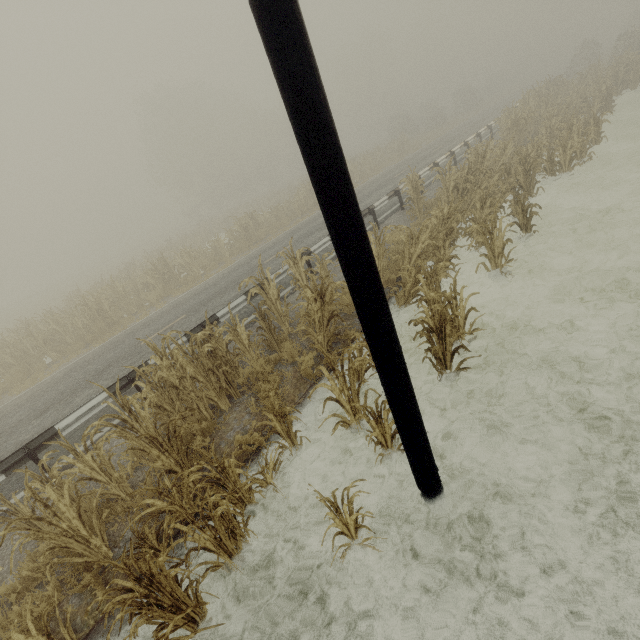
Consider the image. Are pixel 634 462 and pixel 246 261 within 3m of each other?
no

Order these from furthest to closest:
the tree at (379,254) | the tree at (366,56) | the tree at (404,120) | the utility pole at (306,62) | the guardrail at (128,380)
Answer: the tree at (366,56)
the tree at (404,120)
the guardrail at (128,380)
the tree at (379,254)
the utility pole at (306,62)

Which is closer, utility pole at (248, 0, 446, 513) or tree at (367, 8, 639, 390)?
utility pole at (248, 0, 446, 513)

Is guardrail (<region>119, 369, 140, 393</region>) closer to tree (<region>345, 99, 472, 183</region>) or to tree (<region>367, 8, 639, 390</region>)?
tree (<region>367, 8, 639, 390</region>)

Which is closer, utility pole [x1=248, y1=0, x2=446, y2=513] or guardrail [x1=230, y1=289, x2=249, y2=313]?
utility pole [x1=248, y1=0, x2=446, y2=513]

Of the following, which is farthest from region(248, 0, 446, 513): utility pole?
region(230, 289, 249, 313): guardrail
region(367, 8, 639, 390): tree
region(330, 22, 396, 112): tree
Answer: region(330, 22, 396, 112): tree

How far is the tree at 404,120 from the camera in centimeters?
2794cm

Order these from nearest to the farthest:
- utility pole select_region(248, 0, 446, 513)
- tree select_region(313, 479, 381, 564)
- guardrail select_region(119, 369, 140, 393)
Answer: utility pole select_region(248, 0, 446, 513) < tree select_region(313, 479, 381, 564) < guardrail select_region(119, 369, 140, 393)
